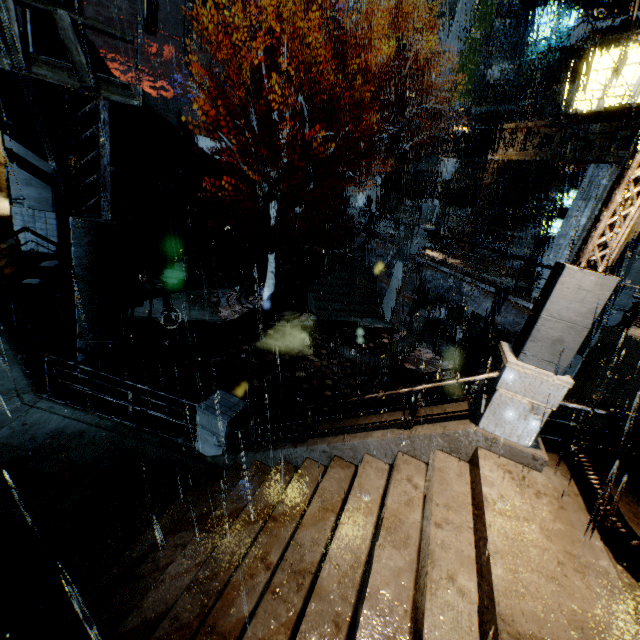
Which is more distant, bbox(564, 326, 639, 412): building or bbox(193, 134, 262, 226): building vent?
bbox(193, 134, 262, 226): building vent

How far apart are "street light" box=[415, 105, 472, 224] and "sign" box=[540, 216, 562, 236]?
7.66m

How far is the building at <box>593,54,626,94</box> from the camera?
16.8m

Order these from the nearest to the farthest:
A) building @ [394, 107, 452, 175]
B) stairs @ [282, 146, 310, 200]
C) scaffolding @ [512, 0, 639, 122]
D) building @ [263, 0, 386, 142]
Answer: scaffolding @ [512, 0, 639, 122]
stairs @ [282, 146, 310, 200]
building @ [263, 0, 386, 142]
building @ [394, 107, 452, 175]

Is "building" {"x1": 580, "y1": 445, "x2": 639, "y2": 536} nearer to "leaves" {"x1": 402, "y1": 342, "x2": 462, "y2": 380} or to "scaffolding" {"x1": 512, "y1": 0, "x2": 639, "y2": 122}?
"scaffolding" {"x1": 512, "y1": 0, "x2": 639, "y2": 122}

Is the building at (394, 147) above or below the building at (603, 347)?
A: above

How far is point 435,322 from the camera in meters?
16.1 m

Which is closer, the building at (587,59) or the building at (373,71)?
the building at (587,59)
